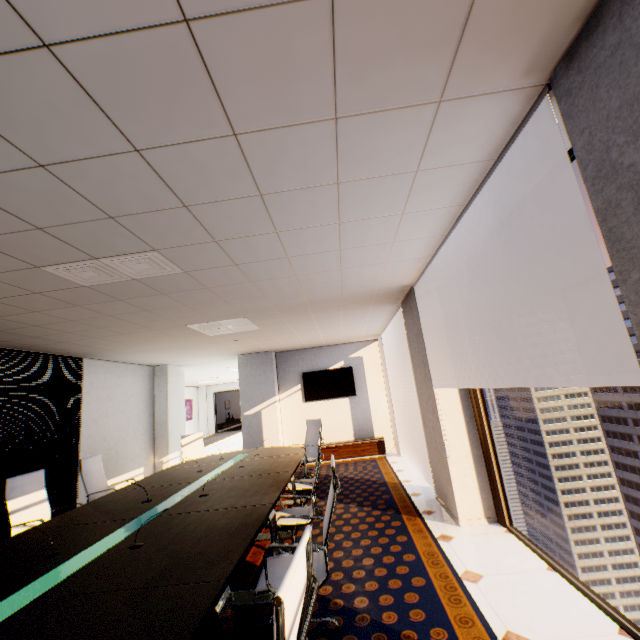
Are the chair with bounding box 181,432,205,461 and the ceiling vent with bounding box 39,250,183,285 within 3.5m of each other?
no

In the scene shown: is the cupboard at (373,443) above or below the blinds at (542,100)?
below

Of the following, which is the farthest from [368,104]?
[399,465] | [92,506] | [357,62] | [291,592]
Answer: [399,465]

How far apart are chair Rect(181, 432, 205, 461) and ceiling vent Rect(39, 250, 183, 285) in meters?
4.5 m

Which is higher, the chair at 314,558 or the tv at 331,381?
the tv at 331,381

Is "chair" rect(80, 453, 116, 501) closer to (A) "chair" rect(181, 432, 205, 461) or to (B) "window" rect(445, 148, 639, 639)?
(A) "chair" rect(181, 432, 205, 461)

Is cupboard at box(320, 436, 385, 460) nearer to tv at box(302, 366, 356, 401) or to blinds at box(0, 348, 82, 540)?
tv at box(302, 366, 356, 401)

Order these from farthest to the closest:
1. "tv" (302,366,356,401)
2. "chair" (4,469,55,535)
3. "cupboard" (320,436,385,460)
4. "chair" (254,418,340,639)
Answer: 1. "tv" (302,366,356,401)
2. "cupboard" (320,436,385,460)
3. "chair" (4,469,55,535)
4. "chair" (254,418,340,639)
